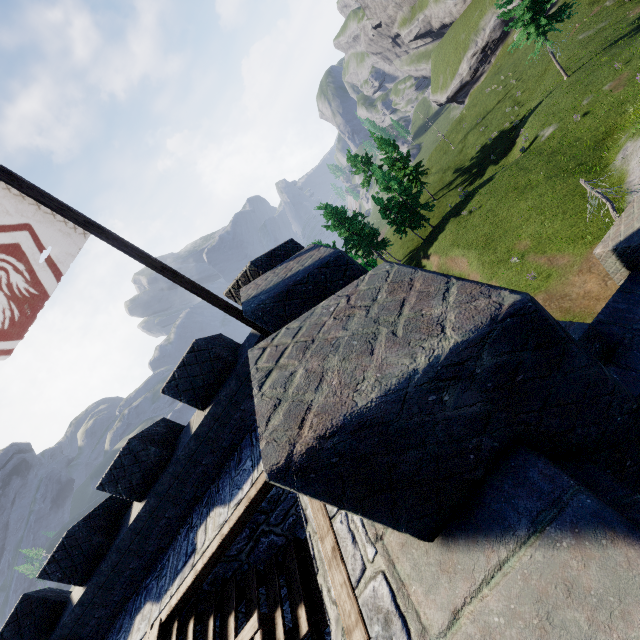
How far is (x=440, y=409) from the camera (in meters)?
1.36

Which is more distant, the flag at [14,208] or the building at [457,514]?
the flag at [14,208]

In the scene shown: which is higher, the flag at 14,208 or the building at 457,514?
the flag at 14,208

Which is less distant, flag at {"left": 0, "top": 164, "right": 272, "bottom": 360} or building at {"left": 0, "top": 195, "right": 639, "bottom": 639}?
building at {"left": 0, "top": 195, "right": 639, "bottom": 639}

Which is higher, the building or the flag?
the flag
